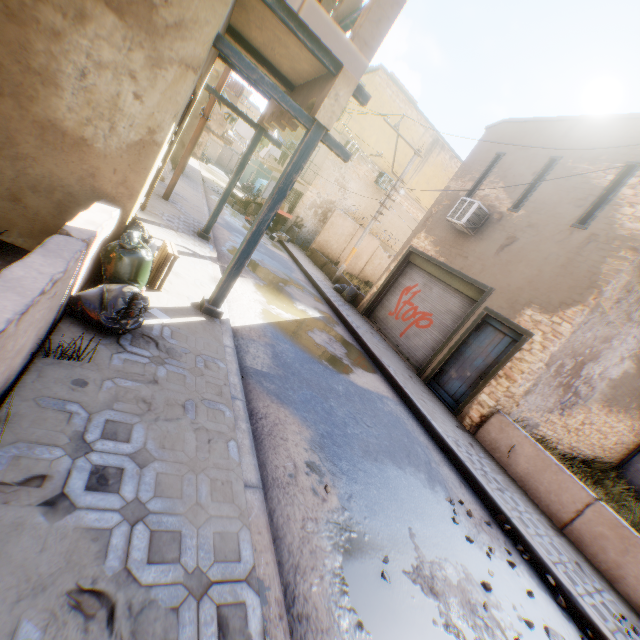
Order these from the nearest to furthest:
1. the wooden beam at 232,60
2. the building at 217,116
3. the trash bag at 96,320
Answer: the trash bag at 96,320 → the wooden beam at 232,60 → the building at 217,116

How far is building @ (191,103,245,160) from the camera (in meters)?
32.22

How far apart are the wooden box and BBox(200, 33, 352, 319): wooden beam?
0.62m

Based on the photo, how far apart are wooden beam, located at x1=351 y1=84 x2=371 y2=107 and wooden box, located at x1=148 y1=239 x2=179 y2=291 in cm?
324

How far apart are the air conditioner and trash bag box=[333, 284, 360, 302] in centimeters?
223cm

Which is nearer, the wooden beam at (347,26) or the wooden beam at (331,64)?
the wooden beam at (331,64)

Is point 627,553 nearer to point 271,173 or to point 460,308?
point 460,308

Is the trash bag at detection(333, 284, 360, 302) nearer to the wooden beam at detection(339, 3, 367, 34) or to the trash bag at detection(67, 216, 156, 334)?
the trash bag at detection(67, 216, 156, 334)
